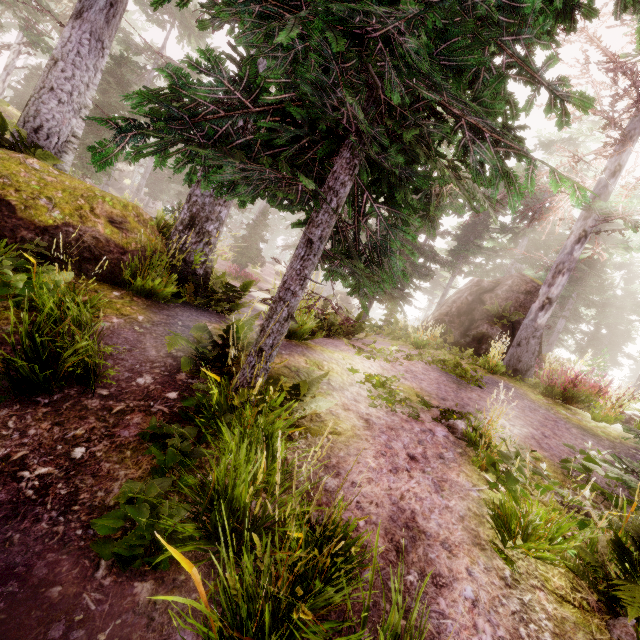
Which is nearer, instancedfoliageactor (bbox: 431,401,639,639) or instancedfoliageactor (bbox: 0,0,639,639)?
instancedfoliageactor (bbox: 0,0,639,639)

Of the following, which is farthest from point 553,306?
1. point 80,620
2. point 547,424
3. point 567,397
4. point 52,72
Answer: point 52,72

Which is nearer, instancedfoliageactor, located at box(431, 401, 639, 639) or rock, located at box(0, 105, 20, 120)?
instancedfoliageactor, located at box(431, 401, 639, 639)

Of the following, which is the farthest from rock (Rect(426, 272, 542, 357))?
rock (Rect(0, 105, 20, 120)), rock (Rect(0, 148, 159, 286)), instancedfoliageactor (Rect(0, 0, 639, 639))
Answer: rock (Rect(0, 105, 20, 120))

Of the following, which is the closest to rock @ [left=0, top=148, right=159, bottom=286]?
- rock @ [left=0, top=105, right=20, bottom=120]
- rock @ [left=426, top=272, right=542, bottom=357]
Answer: rock @ [left=0, top=105, right=20, bottom=120]

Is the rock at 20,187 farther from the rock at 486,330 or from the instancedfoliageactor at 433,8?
the rock at 486,330

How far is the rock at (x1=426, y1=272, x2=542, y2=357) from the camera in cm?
1348

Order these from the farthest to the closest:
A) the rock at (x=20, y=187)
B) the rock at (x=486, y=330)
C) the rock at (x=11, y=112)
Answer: the rock at (x=11, y=112), the rock at (x=486, y=330), the rock at (x=20, y=187)
